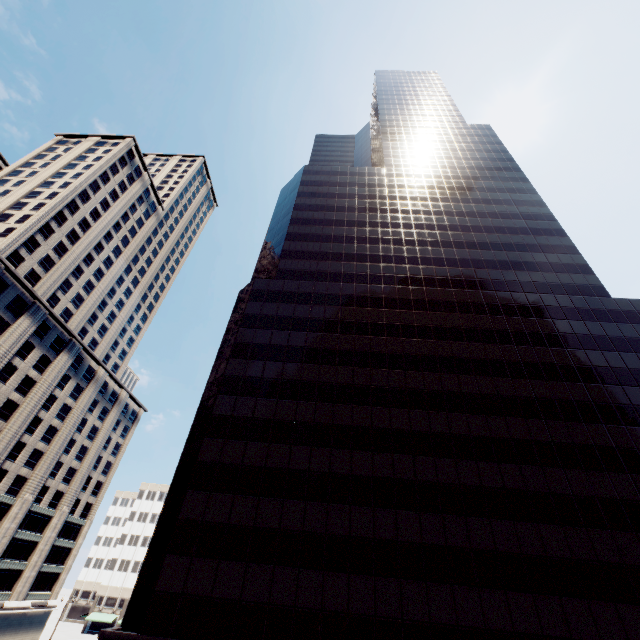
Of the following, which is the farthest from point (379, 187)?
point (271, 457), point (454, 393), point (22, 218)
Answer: point (22, 218)

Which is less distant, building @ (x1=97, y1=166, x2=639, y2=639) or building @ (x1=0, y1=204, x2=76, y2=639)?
building @ (x1=97, y1=166, x2=639, y2=639)

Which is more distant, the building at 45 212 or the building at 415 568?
the building at 45 212
